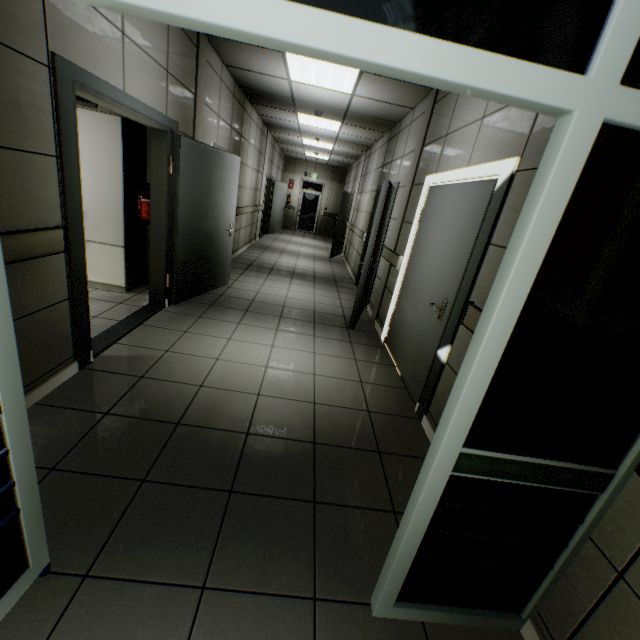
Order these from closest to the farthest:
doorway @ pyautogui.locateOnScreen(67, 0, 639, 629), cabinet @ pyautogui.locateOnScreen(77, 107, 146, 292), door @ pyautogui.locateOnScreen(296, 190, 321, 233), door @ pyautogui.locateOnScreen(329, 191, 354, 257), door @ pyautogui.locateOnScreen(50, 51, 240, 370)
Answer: doorway @ pyautogui.locateOnScreen(67, 0, 639, 629)
door @ pyautogui.locateOnScreen(50, 51, 240, 370)
cabinet @ pyautogui.locateOnScreen(77, 107, 146, 292)
door @ pyautogui.locateOnScreen(329, 191, 354, 257)
door @ pyautogui.locateOnScreen(296, 190, 321, 233)

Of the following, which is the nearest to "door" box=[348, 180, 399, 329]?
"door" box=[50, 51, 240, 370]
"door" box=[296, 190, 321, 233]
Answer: "door" box=[50, 51, 240, 370]

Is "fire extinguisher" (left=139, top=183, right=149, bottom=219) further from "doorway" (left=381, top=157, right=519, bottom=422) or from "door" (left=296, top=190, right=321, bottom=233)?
"door" (left=296, top=190, right=321, bottom=233)

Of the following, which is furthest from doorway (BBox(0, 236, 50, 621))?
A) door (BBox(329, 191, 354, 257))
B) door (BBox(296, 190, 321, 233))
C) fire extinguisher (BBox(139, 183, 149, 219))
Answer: door (BBox(296, 190, 321, 233))

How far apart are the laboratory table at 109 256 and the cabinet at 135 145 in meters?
0.0 m

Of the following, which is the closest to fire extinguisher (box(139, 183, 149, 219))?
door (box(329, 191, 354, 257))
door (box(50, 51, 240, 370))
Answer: door (box(50, 51, 240, 370))

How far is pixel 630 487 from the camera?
1.2m

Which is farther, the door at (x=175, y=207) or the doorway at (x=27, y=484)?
the door at (x=175, y=207)
